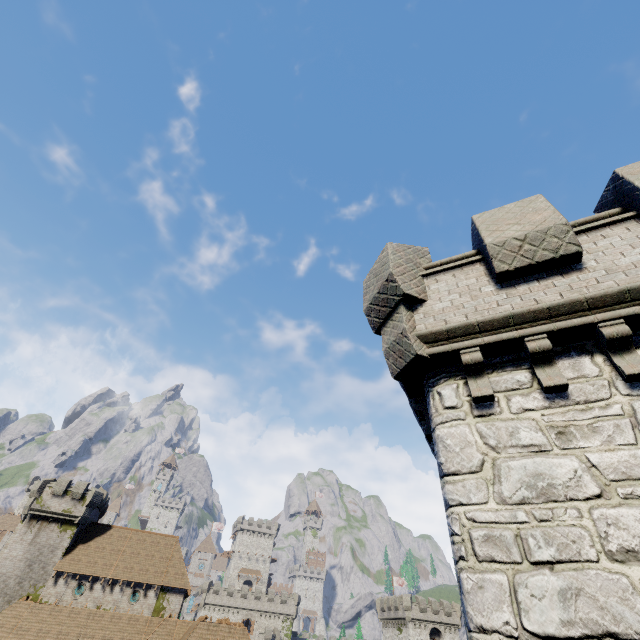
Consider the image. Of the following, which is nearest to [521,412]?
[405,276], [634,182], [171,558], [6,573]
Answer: [405,276]

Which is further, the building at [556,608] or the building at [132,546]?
the building at [132,546]

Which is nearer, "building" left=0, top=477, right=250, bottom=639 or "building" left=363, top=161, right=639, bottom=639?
"building" left=363, top=161, right=639, bottom=639
